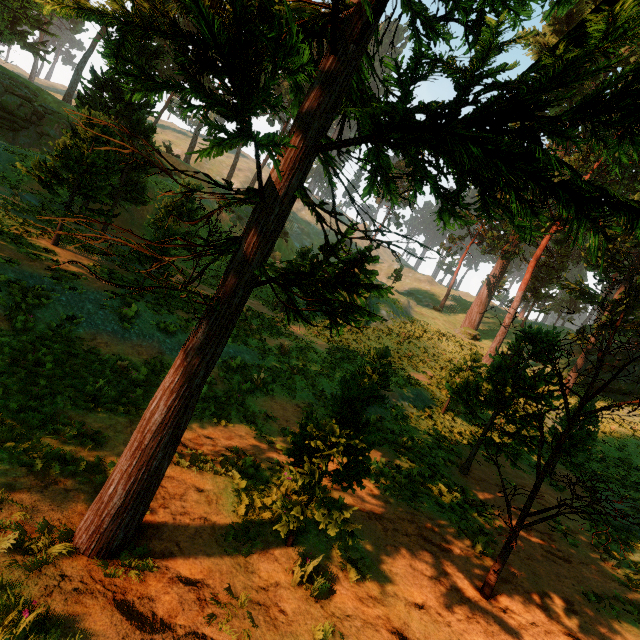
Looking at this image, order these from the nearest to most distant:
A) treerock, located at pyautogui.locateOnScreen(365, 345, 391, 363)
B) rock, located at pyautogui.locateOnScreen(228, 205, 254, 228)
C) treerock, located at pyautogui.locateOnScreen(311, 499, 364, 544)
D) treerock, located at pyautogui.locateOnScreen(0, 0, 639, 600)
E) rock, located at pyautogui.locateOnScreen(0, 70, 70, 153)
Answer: treerock, located at pyautogui.locateOnScreen(0, 0, 639, 600) → treerock, located at pyautogui.locateOnScreen(311, 499, 364, 544) → treerock, located at pyautogui.locateOnScreen(365, 345, 391, 363) → rock, located at pyautogui.locateOnScreen(0, 70, 70, 153) → rock, located at pyautogui.locateOnScreen(228, 205, 254, 228)

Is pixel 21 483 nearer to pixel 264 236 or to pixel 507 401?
pixel 264 236

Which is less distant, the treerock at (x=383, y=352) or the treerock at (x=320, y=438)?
the treerock at (x=320, y=438)

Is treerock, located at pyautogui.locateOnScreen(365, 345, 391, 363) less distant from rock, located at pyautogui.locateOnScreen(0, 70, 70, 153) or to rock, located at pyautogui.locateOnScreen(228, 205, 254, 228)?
rock, located at pyautogui.locateOnScreen(0, 70, 70, 153)

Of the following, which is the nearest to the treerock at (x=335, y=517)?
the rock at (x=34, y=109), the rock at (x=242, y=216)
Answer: the rock at (x=34, y=109)

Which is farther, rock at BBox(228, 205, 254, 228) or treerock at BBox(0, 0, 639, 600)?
rock at BBox(228, 205, 254, 228)

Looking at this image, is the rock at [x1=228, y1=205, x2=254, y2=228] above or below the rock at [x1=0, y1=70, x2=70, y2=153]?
above
